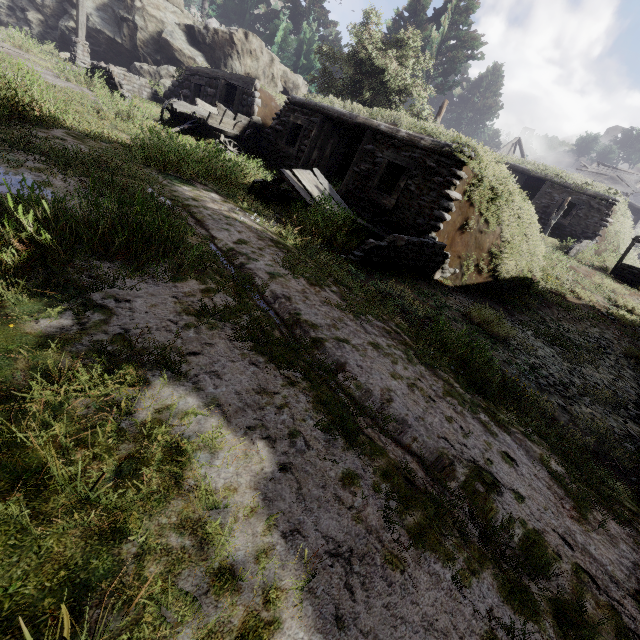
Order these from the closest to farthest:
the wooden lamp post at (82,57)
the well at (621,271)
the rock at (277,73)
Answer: the well at (621,271)
the wooden lamp post at (82,57)
the rock at (277,73)

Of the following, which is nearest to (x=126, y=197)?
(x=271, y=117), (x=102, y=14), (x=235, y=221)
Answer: (x=235, y=221)

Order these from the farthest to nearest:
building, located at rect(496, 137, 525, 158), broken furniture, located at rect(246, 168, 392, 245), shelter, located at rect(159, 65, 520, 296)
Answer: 1. building, located at rect(496, 137, 525, 158)
2. shelter, located at rect(159, 65, 520, 296)
3. broken furniture, located at rect(246, 168, 392, 245)

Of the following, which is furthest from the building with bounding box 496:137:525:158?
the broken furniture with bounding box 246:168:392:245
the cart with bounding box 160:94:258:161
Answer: the broken furniture with bounding box 246:168:392:245

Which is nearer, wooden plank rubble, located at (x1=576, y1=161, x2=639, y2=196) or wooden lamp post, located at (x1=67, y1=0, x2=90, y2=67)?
A: wooden lamp post, located at (x1=67, y1=0, x2=90, y2=67)

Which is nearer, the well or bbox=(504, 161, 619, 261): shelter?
the well

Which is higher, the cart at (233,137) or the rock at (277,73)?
the rock at (277,73)

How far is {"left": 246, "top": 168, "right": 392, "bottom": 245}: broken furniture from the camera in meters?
7.0
